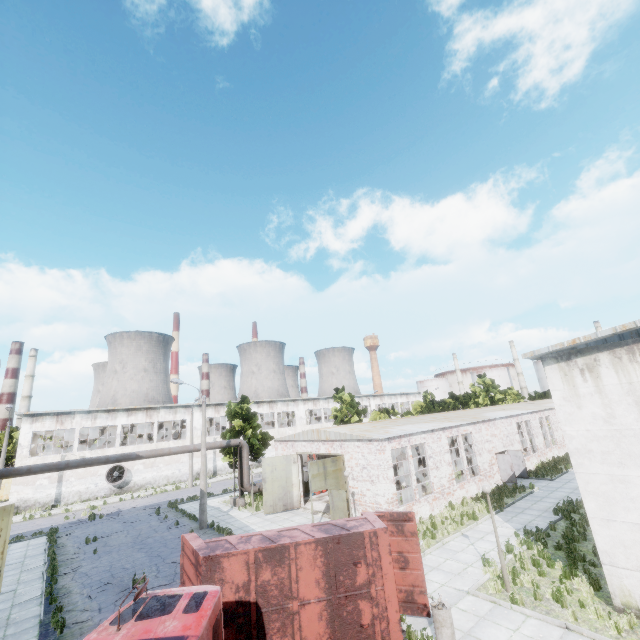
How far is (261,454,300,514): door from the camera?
24.0 meters

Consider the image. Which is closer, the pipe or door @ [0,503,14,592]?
door @ [0,503,14,592]

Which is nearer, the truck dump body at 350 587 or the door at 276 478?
the truck dump body at 350 587

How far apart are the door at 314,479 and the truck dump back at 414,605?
8.55m

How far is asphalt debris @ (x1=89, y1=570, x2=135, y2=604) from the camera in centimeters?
1368cm

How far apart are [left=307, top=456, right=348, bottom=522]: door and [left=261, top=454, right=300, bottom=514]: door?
5.3 meters

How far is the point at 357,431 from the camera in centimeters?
2186cm

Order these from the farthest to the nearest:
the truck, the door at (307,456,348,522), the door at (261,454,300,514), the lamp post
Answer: the door at (261,454,300,514)
the door at (307,456,348,522)
the lamp post
the truck
